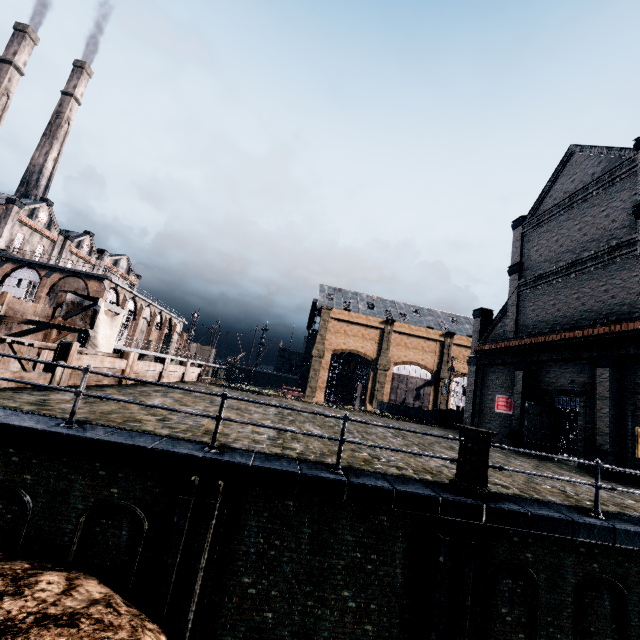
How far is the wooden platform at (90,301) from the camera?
25.6m

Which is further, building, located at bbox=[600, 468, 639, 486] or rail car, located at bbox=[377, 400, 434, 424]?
rail car, located at bbox=[377, 400, 434, 424]

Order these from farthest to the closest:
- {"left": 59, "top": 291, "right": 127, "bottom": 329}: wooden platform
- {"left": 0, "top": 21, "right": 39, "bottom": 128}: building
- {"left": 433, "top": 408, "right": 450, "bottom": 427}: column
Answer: {"left": 0, "top": 21, "right": 39, "bottom": 128}: building, {"left": 433, "top": 408, "right": 450, "bottom": 427}: column, {"left": 59, "top": 291, "right": 127, "bottom": 329}: wooden platform

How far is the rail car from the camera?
47.1 meters

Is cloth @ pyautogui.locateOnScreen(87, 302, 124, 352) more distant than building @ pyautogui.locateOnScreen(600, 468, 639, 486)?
Yes

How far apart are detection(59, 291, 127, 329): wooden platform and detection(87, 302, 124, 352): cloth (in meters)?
0.01

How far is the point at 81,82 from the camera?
57.38m

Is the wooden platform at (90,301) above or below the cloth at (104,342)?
above
